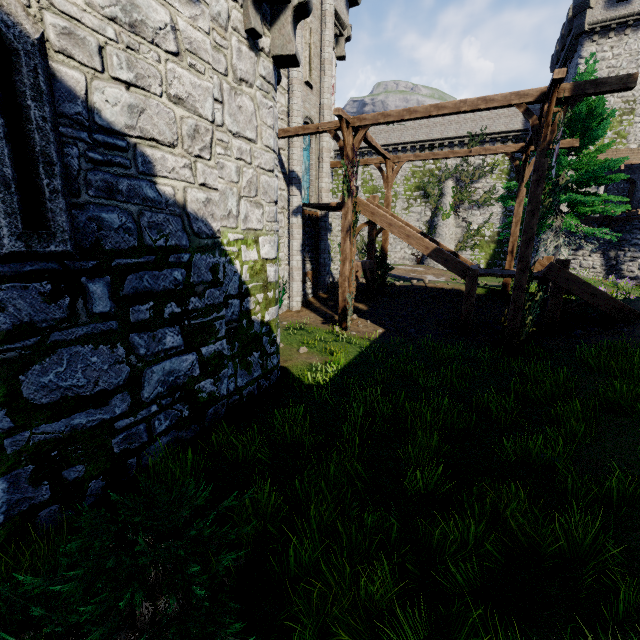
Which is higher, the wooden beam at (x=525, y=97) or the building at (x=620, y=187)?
the building at (x=620, y=187)

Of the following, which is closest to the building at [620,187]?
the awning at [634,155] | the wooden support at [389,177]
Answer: the awning at [634,155]

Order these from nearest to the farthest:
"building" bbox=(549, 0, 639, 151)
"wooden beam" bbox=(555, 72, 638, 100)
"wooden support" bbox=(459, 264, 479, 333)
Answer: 1. "wooden beam" bbox=(555, 72, 638, 100)
2. "wooden support" bbox=(459, 264, 479, 333)
3. "building" bbox=(549, 0, 639, 151)

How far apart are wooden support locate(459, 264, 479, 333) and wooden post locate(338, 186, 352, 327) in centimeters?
438cm

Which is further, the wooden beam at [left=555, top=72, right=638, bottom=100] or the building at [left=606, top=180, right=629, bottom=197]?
the building at [left=606, top=180, right=629, bottom=197]

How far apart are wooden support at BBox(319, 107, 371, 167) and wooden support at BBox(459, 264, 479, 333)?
5.6m

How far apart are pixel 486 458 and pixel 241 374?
4.90m

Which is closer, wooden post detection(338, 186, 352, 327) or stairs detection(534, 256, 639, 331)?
→ stairs detection(534, 256, 639, 331)
